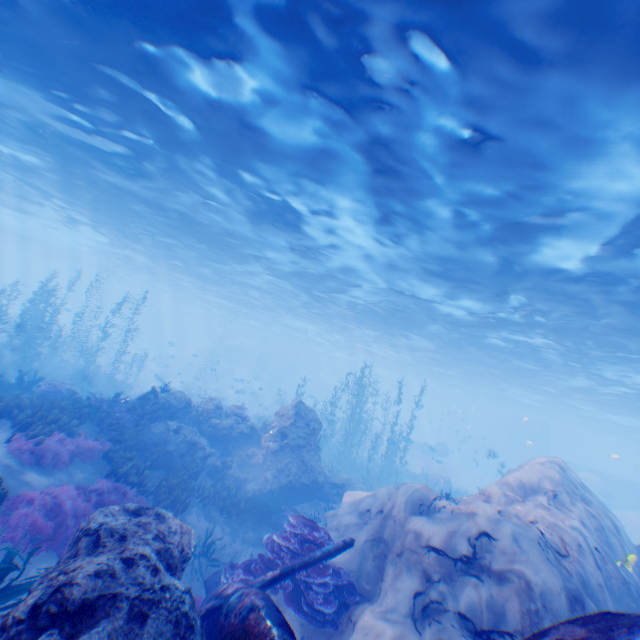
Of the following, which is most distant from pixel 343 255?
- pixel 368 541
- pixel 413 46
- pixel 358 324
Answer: pixel 358 324

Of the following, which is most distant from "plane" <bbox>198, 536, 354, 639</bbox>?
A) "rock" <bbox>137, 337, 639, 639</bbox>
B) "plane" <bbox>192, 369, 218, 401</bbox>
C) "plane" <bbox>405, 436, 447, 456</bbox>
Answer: "plane" <bbox>405, 436, 447, 456</bbox>

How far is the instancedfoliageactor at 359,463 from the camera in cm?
2198

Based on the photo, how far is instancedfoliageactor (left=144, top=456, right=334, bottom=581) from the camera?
7.2m

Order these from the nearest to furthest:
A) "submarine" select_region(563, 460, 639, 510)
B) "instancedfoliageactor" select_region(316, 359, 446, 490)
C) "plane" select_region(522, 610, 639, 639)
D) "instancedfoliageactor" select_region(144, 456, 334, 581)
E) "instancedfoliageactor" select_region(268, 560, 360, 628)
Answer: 1. "plane" select_region(522, 610, 639, 639)
2. "instancedfoliageactor" select_region(268, 560, 360, 628)
3. "instancedfoliageactor" select_region(144, 456, 334, 581)
4. "instancedfoliageactor" select_region(316, 359, 446, 490)
5. "submarine" select_region(563, 460, 639, 510)

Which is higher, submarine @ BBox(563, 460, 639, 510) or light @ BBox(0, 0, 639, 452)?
light @ BBox(0, 0, 639, 452)

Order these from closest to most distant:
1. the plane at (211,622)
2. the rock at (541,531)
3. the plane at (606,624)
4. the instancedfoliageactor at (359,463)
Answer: the plane at (606,624), the plane at (211,622), the rock at (541,531), the instancedfoliageactor at (359,463)

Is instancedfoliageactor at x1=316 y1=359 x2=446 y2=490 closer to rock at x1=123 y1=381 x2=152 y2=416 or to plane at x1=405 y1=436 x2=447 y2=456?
rock at x1=123 y1=381 x2=152 y2=416
